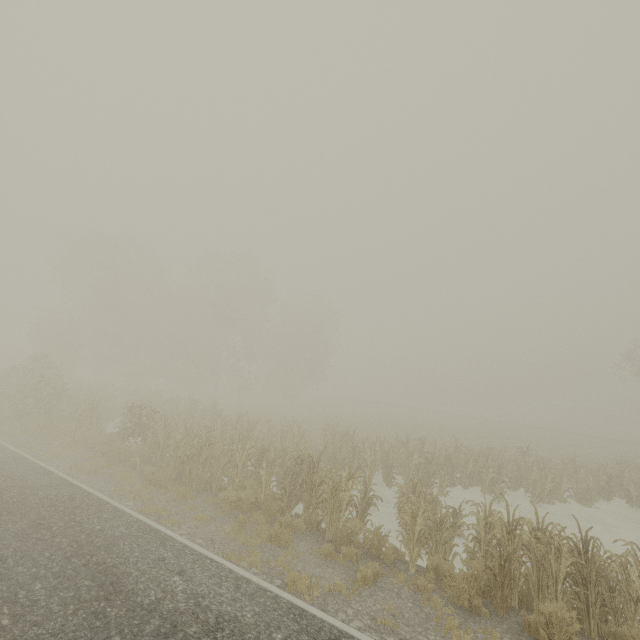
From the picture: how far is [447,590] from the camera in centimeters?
642cm
